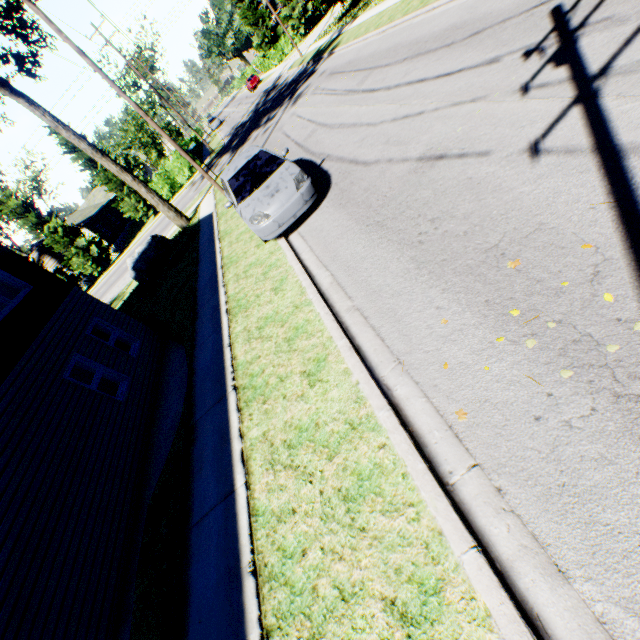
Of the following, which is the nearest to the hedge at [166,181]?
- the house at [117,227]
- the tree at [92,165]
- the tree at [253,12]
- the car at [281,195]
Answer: the tree at [92,165]

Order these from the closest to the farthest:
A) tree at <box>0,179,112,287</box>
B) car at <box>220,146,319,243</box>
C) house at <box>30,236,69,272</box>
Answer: car at <box>220,146,319,243</box> < tree at <box>0,179,112,287</box> < house at <box>30,236,69,272</box>

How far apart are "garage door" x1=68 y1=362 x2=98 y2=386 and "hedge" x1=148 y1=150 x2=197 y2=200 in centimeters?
2543cm

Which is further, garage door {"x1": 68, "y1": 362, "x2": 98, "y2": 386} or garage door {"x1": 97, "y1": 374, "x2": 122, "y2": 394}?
garage door {"x1": 97, "y1": 374, "x2": 122, "y2": 394}

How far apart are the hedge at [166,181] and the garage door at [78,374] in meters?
25.4 m

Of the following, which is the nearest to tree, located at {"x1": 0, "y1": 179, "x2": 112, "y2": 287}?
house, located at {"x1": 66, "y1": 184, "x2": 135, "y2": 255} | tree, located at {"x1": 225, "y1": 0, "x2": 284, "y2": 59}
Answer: house, located at {"x1": 66, "y1": 184, "x2": 135, "y2": 255}

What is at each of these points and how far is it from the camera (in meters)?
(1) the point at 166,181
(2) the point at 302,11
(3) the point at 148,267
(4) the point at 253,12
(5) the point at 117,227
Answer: (1) hedge, 32.22
(2) tree, 40.12
(3) rock, 17.17
(4) tree, 42.91
(5) house, 42.62
